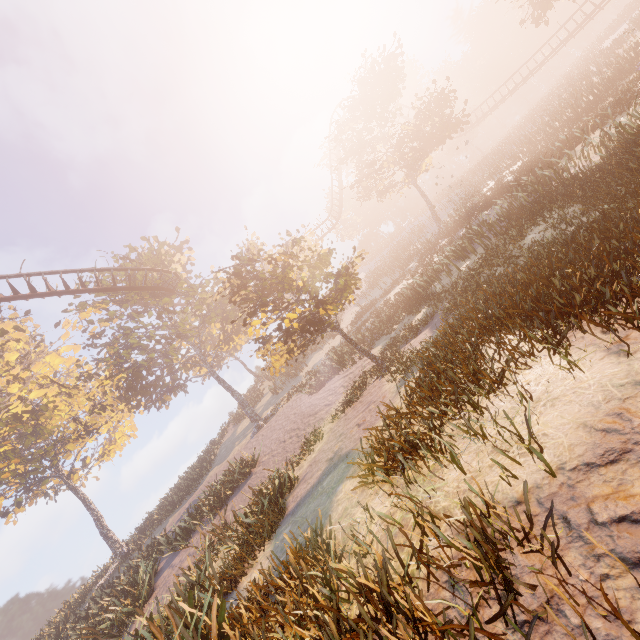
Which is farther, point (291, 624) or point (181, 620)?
point (181, 620)

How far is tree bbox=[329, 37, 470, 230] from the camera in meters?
25.7

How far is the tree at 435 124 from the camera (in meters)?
25.72

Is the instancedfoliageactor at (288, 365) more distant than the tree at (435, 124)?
No

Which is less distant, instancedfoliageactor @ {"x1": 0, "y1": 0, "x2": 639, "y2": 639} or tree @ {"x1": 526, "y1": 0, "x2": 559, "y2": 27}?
instancedfoliageactor @ {"x1": 0, "y1": 0, "x2": 639, "y2": 639}
